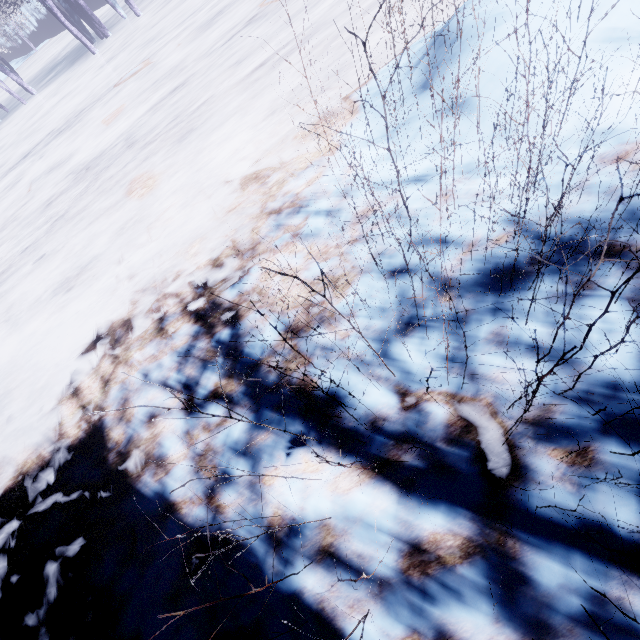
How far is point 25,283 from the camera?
5.5 meters
